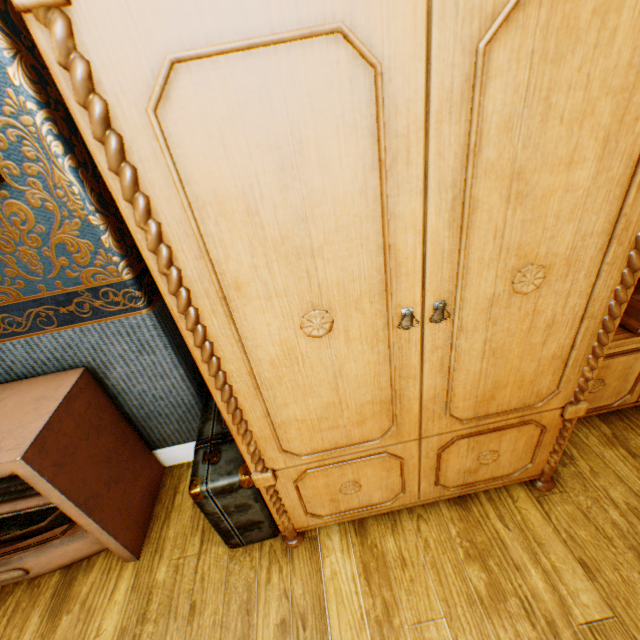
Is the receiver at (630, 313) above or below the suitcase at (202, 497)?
above

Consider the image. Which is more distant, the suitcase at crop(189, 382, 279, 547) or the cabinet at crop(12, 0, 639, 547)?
the suitcase at crop(189, 382, 279, 547)

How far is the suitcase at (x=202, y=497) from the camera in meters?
1.3

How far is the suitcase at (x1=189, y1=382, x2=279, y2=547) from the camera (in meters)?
1.32

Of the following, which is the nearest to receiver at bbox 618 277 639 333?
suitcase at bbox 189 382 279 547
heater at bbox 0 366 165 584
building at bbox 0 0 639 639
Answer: building at bbox 0 0 639 639

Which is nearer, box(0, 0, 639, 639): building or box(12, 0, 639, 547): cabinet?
box(12, 0, 639, 547): cabinet

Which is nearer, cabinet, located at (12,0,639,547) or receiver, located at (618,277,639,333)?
cabinet, located at (12,0,639,547)

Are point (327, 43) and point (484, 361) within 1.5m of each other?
yes
